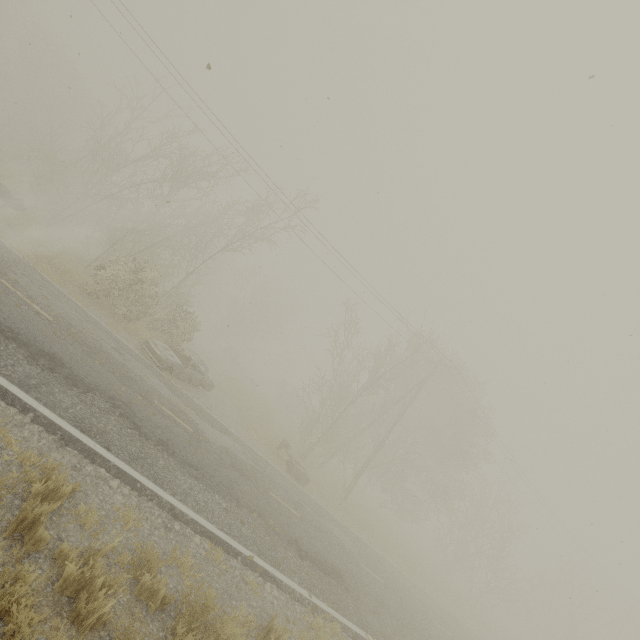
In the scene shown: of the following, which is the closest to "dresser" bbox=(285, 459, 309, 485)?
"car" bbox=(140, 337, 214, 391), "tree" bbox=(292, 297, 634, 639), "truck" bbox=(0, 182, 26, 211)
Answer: "tree" bbox=(292, 297, 634, 639)

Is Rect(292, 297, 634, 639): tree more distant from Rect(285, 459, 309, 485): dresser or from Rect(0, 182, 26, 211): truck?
Rect(0, 182, 26, 211): truck

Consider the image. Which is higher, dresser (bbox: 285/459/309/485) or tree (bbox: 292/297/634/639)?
tree (bbox: 292/297/634/639)

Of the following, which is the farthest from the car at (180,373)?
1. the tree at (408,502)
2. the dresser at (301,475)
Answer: the tree at (408,502)

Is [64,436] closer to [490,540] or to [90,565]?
[90,565]

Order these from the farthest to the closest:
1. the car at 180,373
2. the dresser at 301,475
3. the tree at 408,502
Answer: the tree at 408,502
the dresser at 301,475
the car at 180,373

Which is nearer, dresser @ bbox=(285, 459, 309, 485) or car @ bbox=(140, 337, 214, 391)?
car @ bbox=(140, 337, 214, 391)

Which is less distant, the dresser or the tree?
the dresser
